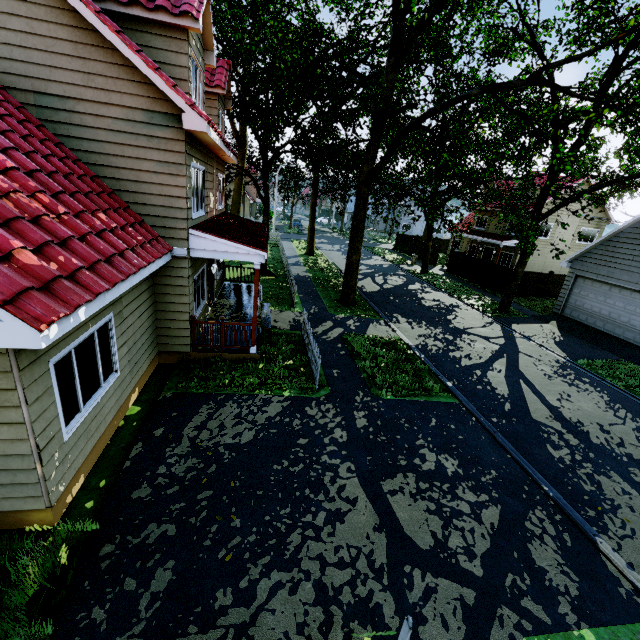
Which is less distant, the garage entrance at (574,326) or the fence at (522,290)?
the garage entrance at (574,326)

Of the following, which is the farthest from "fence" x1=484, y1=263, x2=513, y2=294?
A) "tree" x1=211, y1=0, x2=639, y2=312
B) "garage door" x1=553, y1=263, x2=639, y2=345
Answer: "garage door" x1=553, y1=263, x2=639, y2=345

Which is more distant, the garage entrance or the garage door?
the garage door

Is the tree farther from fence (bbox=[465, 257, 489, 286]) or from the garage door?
the garage door

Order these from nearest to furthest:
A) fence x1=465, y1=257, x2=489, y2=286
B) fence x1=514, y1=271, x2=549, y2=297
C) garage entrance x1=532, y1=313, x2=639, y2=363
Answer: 1. garage entrance x1=532, y1=313, x2=639, y2=363
2. fence x1=514, y1=271, x2=549, y2=297
3. fence x1=465, y1=257, x2=489, y2=286

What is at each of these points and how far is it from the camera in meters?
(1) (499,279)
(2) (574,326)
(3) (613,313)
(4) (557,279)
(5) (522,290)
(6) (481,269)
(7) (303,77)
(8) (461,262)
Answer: (1) fence, 24.4
(2) garage entrance, 17.6
(3) garage door, 16.4
(4) fence, 23.6
(5) fence, 23.5
(6) fence, 26.5
(7) tree, 15.3
(8) fence, 29.2

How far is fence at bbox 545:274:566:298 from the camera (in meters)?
23.53

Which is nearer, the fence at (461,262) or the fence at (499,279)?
the fence at (499,279)
